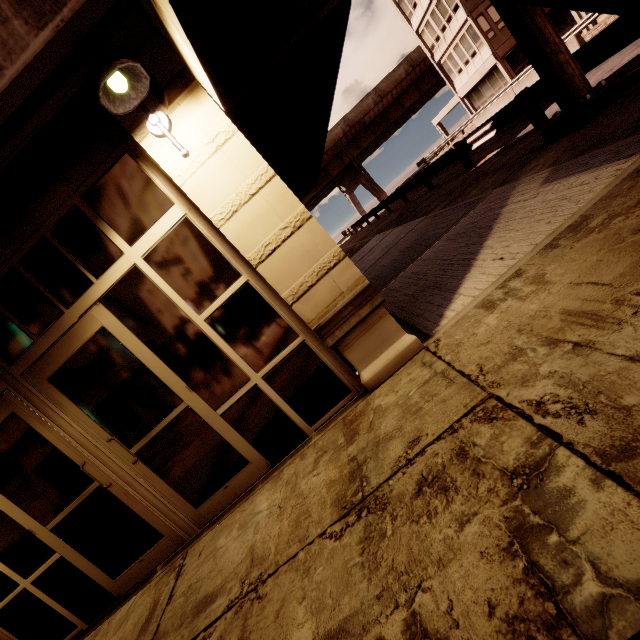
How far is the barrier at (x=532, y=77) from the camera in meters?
15.9

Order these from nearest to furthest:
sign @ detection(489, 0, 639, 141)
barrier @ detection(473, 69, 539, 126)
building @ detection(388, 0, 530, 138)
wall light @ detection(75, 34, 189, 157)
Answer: wall light @ detection(75, 34, 189, 157)
sign @ detection(489, 0, 639, 141)
barrier @ detection(473, 69, 539, 126)
building @ detection(388, 0, 530, 138)

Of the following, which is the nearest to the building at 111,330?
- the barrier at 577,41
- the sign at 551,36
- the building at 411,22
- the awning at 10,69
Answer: the awning at 10,69

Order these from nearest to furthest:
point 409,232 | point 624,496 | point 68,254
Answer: point 624,496 < point 68,254 < point 409,232

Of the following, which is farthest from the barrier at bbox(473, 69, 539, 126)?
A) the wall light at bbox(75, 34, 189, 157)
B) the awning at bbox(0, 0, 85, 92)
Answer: the wall light at bbox(75, 34, 189, 157)

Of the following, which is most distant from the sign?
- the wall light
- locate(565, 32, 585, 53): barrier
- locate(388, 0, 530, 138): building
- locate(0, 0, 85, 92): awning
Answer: locate(388, 0, 530, 138): building

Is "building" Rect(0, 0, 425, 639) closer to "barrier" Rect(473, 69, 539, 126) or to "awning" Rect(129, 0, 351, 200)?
"awning" Rect(129, 0, 351, 200)

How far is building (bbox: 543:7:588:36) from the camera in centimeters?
2162cm
